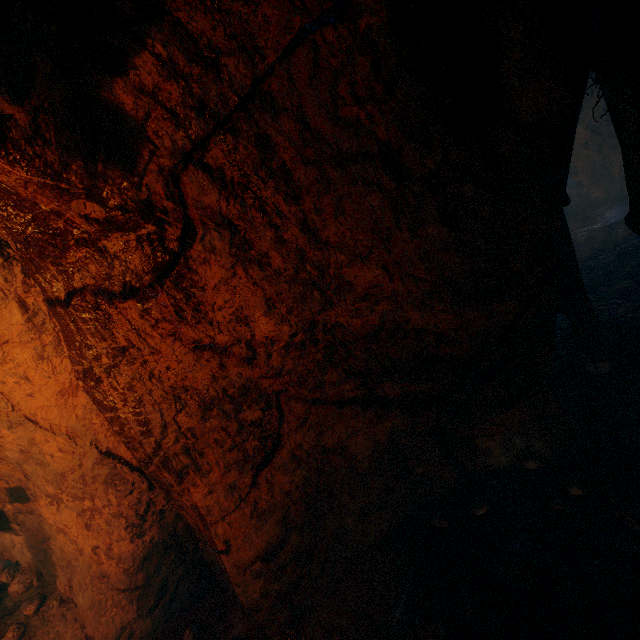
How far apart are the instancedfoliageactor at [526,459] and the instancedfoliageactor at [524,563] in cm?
27

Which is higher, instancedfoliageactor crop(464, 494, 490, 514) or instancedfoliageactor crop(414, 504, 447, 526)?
instancedfoliageactor crop(414, 504, 447, 526)

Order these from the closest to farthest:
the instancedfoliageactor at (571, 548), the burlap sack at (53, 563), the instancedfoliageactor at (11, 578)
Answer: the instancedfoliageactor at (571, 548), the burlap sack at (53, 563), the instancedfoliageactor at (11, 578)

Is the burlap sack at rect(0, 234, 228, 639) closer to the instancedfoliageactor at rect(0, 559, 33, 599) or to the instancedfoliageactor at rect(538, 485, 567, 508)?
the instancedfoliageactor at rect(0, 559, 33, 599)

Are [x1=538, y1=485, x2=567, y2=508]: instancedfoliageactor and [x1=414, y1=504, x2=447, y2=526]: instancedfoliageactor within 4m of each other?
yes

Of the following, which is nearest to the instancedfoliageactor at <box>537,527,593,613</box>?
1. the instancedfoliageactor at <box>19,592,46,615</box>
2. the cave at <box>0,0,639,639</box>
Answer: the cave at <box>0,0,639,639</box>

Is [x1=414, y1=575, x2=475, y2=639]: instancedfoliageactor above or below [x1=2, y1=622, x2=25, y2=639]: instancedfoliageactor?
below

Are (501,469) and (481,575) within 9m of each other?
yes
